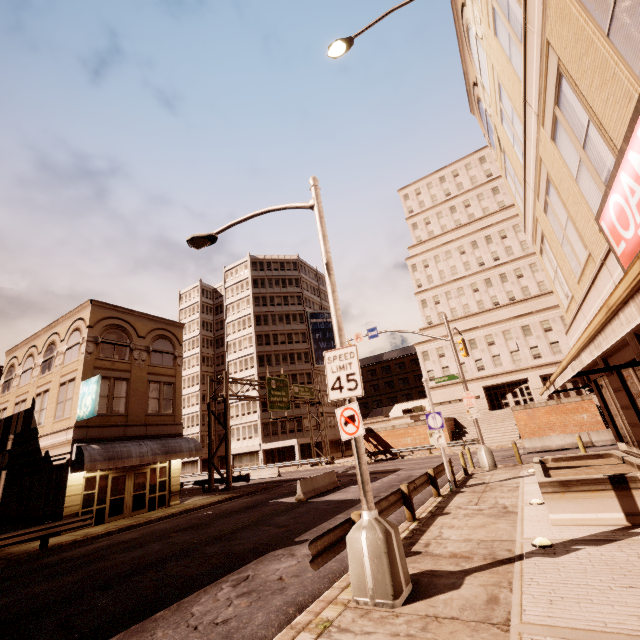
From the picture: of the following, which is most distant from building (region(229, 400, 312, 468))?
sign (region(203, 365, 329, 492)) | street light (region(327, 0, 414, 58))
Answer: street light (region(327, 0, 414, 58))

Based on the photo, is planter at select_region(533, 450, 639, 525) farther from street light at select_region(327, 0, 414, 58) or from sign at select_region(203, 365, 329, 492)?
sign at select_region(203, 365, 329, 492)

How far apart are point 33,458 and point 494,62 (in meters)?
30.65

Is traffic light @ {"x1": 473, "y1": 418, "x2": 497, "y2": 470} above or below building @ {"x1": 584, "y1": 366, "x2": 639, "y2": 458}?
below

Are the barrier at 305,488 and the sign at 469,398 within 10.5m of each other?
yes

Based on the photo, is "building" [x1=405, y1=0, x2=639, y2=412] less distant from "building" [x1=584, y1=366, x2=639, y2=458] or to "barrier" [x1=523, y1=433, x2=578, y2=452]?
"barrier" [x1=523, y1=433, x2=578, y2=452]

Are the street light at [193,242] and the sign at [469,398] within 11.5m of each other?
no

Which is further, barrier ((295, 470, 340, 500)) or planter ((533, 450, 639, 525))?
Answer: barrier ((295, 470, 340, 500))
